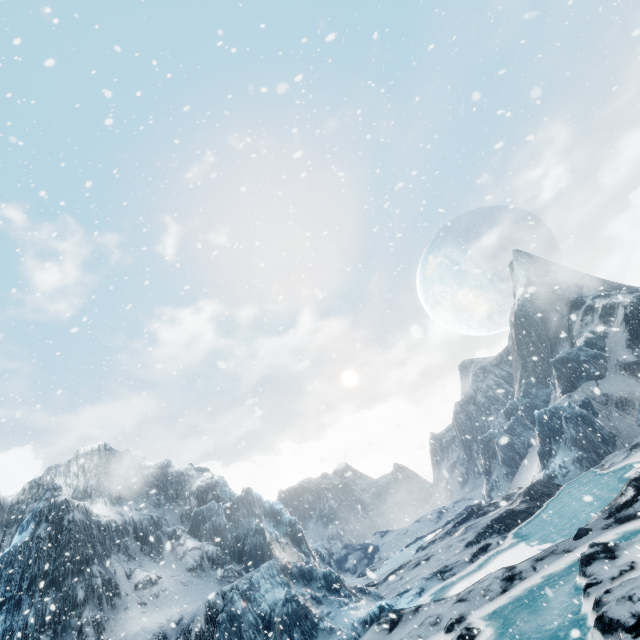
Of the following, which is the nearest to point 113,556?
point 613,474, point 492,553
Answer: point 492,553
